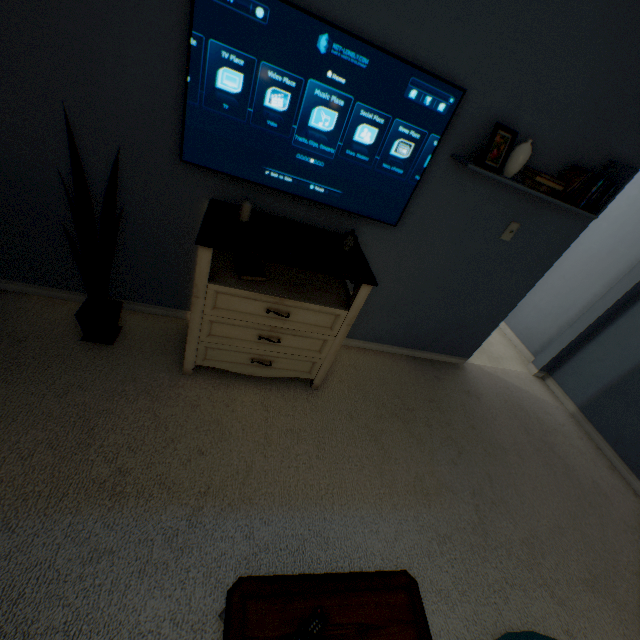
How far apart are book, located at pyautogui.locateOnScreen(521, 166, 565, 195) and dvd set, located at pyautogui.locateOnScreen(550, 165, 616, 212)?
0.06m

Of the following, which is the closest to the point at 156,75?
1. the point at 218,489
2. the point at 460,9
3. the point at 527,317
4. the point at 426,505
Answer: the point at 460,9

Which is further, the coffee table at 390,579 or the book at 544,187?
the book at 544,187

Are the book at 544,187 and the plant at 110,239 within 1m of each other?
no

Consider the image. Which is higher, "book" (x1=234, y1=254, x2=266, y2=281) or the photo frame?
the photo frame

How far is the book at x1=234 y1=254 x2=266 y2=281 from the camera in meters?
1.7 m

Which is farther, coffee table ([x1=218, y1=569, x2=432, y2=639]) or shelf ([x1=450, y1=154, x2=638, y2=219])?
shelf ([x1=450, y1=154, x2=638, y2=219])

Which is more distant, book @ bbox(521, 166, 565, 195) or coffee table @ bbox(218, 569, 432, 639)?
book @ bbox(521, 166, 565, 195)
